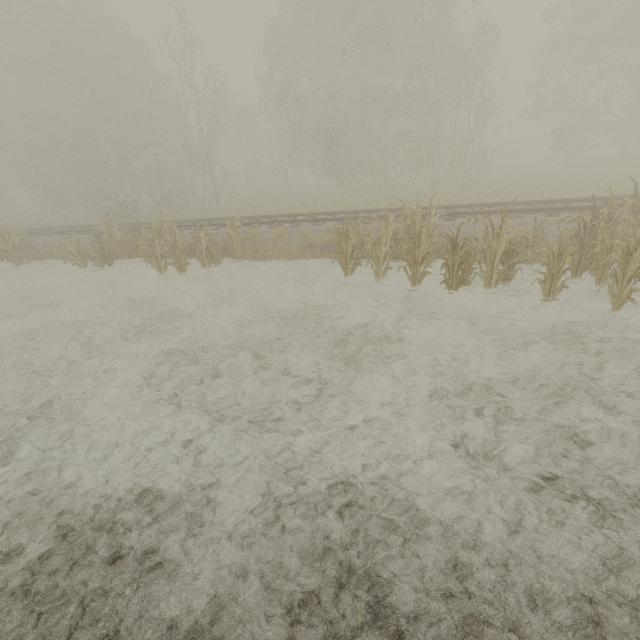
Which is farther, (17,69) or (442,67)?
(17,69)
